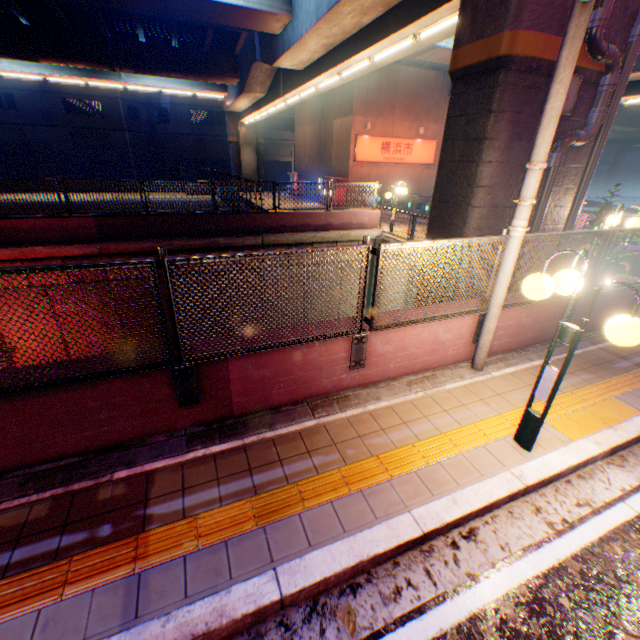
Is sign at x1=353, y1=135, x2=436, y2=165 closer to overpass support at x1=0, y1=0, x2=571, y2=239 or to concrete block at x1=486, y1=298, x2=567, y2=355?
overpass support at x1=0, y1=0, x2=571, y2=239

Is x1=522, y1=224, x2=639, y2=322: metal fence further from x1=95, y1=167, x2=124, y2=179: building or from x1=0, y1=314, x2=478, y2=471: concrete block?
x1=95, y1=167, x2=124, y2=179: building

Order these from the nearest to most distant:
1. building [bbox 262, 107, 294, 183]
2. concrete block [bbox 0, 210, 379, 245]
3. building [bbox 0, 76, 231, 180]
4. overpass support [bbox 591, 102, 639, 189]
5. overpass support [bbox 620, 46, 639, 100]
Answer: concrete block [bbox 0, 210, 379, 245] < overpass support [bbox 620, 46, 639, 100] < building [bbox 0, 76, 231, 180] < overpass support [bbox 591, 102, 639, 189] < building [bbox 262, 107, 294, 183]

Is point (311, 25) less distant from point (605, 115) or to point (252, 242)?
point (252, 242)

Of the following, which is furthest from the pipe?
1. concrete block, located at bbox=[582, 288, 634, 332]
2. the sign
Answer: the sign

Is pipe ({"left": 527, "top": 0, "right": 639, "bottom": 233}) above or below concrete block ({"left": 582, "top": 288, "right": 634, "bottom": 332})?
above

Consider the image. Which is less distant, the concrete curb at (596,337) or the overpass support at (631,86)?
the concrete curb at (596,337)

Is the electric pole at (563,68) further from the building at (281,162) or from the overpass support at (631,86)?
the building at (281,162)
